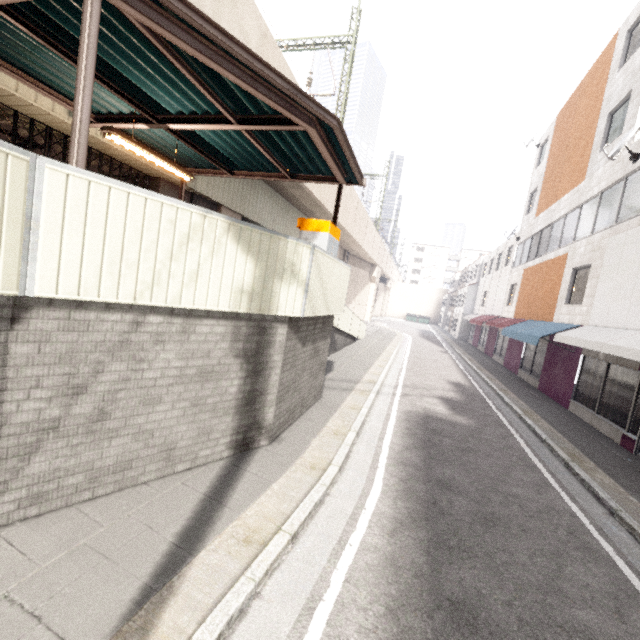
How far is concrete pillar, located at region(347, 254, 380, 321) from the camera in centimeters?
3412cm

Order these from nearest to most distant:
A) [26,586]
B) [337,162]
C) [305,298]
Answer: [26,586], [305,298], [337,162]

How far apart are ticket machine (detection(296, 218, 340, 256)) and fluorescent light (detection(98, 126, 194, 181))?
2.45m

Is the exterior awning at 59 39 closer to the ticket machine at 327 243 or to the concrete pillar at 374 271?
the ticket machine at 327 243

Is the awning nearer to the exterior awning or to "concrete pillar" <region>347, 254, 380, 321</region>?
the exterior awning

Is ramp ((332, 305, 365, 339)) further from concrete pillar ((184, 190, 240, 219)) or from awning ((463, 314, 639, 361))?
awning ((463, 314, 639, 361))

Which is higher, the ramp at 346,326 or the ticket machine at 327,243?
the ticket machine at 327,243

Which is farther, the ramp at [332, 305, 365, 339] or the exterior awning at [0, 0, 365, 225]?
the ramp at [332, 305, 365, 339]
